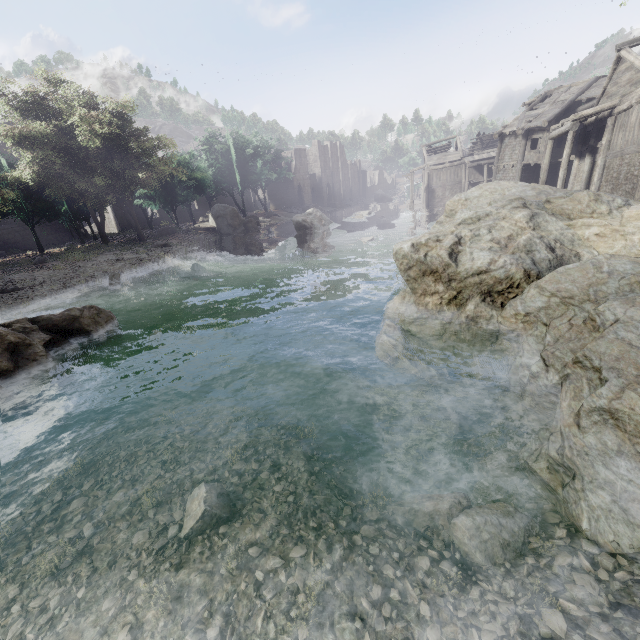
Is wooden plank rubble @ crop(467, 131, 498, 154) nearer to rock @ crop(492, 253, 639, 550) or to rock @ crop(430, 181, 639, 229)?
rock @ crop(430, 181, 639, 229)

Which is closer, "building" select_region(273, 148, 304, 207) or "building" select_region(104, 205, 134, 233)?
"building" select_region(104, 205, 134, 233)

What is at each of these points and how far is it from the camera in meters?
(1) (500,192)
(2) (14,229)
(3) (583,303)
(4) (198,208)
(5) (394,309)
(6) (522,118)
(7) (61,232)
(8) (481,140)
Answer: (1) rock, 20.7
(2) building, 32.7
(3) rock, 6.5
(4) building, 56.8
(5) rock, 10.2
(6) building, 29.9
(7) building, 37.3
(8) wooden plank rubble, 48.0

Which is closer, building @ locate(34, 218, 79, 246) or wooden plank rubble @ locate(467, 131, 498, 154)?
building @ locate(34, 218, 79, 246)

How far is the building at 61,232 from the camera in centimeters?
3512cm

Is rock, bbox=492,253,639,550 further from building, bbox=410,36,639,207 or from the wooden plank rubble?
the wooden plank rubble

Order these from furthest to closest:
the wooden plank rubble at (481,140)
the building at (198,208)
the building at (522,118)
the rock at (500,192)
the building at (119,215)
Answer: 1. the building at (198,208)
2. the wooden plank rubble at (481,140)
3. the building at (119,215)
4. the building at (522,118)
5. the rock at (500,192)

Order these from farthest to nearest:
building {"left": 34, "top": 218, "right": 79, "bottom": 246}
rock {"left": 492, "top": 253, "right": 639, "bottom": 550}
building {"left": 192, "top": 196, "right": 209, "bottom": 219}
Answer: building {"left": 192, "top": 196, "right": 209, "bottom": 219} → building {"left": 34, "top": 218, "right": 79, "bottom": 246} → rock {"left": 492, "top": 253, "right": 639, "bottom": 550}
